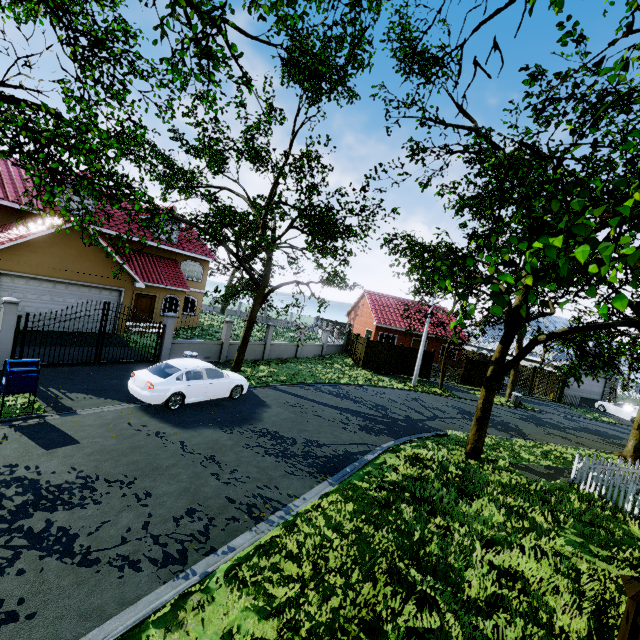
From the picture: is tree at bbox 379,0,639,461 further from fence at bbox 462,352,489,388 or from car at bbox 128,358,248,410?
car at bbox 128,358,248,410

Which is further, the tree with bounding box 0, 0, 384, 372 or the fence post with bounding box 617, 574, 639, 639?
the tree with bounding box 0, 0, 384, 372

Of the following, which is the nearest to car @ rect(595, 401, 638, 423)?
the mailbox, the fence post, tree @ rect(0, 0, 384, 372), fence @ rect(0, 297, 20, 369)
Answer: tree @ rect(0, 0, 384, 372)

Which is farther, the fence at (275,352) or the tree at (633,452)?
the fence at (275,352)

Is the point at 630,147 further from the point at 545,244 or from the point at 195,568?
the point at 195,568

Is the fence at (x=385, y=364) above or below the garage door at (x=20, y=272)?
below

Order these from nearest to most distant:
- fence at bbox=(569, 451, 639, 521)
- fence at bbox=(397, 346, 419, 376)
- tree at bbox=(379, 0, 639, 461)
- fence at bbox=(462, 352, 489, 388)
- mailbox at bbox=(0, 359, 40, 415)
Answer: tree at bbox=(379, 0, 639, 461), mailbox at bbox=(0, 359, 40, 415), fence at bbox=(569, 451, 639, 521), fence at bbox=(397, 346, 419, 376), fence at bbox=(462, 352, 489, 388)

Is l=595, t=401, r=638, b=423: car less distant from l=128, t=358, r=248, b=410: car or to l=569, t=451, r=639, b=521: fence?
l=569, t=451, r=639, b=521: fence
